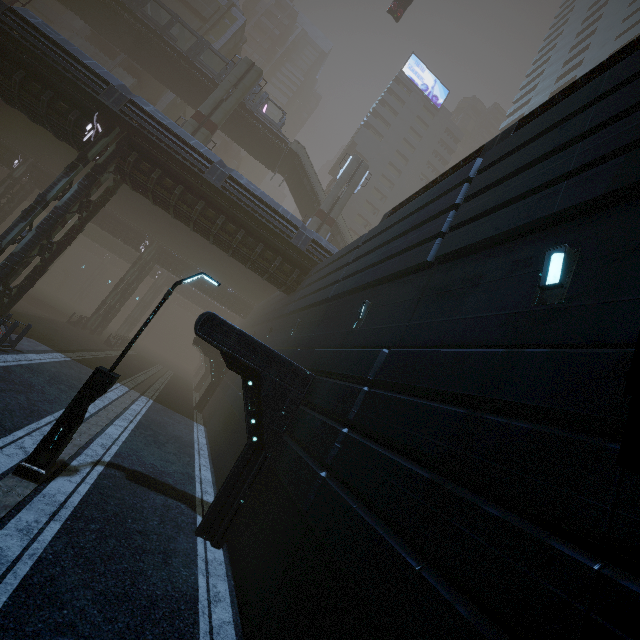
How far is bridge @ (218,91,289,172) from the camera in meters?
33.2

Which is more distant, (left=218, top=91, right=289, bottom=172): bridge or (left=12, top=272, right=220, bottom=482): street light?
(left=218, top=91, right=289, bottom=172): bridge

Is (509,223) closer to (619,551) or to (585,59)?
(619,551)

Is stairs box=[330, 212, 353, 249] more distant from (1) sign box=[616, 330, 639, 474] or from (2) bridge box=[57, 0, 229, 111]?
(1) sign box=[616, 330, 639, 474]

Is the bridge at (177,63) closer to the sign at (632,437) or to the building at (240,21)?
the building at (240,21)

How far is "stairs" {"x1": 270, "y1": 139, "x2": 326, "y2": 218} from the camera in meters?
34.8

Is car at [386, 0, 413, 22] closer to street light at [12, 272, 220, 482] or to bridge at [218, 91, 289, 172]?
bridge at [218, 91, 289, 172]

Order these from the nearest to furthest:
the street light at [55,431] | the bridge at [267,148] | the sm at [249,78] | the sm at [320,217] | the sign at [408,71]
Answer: the street light at [55,431] → the sm at [249,78] → the sm at [320,217] → the bridge at [267,148] → the sign at [408,71]
